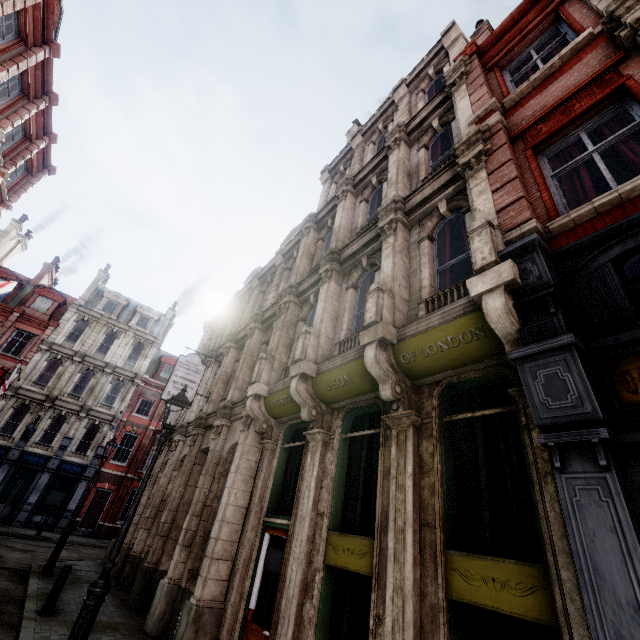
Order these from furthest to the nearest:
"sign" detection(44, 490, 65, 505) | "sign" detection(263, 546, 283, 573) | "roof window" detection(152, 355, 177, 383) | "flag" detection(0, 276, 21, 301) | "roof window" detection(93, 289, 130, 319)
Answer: "roof window" detection(152, 355, 177, 383), "roof window" detection(93, 289, 130, 319), "sign" detection(44, 490, 65, 505), "flag" detection(0, 276, 21, 301), "sign" detection(263, 546, 283, 573)

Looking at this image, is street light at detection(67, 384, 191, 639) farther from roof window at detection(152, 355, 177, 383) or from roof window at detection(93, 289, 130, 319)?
roof window at detection(93, 289, 130, 319)

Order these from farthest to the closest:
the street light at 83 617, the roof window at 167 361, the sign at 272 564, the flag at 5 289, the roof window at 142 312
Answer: the roof window at 142 312
the roof window at 167 361
the flag at 5 289
the sign at 272 564
the street light at 83 617

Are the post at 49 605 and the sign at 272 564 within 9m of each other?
yes

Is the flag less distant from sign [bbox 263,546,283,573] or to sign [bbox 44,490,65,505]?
sign [bbox 263,546,283,573]

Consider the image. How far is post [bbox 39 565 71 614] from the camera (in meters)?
7.93

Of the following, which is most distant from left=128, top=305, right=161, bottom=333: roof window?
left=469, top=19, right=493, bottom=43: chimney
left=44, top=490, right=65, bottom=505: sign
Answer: left=469, top=19, right=493, bottom=43: chimney

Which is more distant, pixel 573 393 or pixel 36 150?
pixel 36 150
